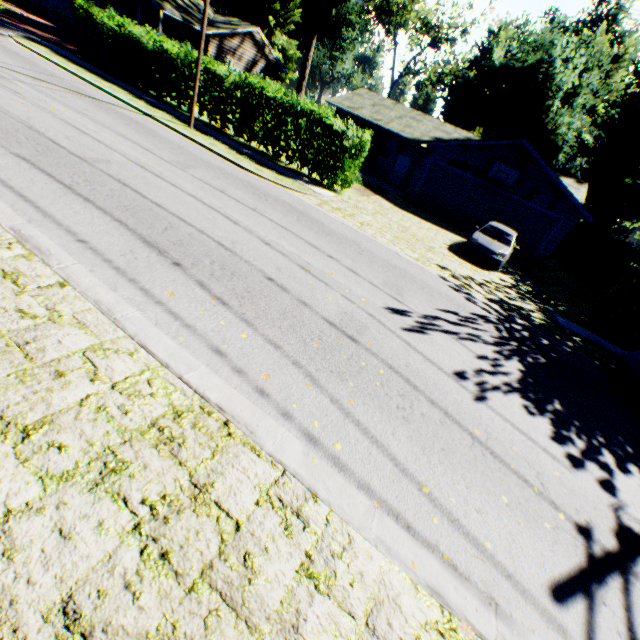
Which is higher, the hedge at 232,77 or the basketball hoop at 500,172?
the basketball hoop at 500,172

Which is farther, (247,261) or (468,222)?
(468,222)

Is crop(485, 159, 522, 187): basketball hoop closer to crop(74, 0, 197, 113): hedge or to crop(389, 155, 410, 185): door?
crop(389, 155, 410, 185): door

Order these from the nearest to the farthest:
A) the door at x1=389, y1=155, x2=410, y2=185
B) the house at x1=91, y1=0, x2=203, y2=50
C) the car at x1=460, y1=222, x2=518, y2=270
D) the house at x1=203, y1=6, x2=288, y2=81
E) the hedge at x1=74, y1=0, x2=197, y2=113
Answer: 1. the car at x1=460, y1=222, x2=518, y2=270
2. the hedge at x1=74, y1=0, x2=197, y2=113
3. the house at x1=91, y1=0, x2=203, y2=50
4. the door at x1=389, y1=155, x2=410, y2=185
5. the house at x1=203, y1=6, x2=288, y2=81

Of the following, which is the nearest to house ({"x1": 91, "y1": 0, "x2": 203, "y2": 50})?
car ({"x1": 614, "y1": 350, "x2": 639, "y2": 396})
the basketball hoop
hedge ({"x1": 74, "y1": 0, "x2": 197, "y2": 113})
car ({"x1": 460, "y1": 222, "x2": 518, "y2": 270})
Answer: hedge ({"x1": 74, "y1": 0, "x2": 197, "y2": 113})

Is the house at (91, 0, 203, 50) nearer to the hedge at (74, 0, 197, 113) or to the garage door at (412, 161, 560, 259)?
the hedge at (74, 0, 197, 113)

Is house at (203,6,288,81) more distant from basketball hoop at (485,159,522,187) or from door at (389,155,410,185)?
basketball hoop at (485,159,522,187)

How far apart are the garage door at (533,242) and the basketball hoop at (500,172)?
0.5m
